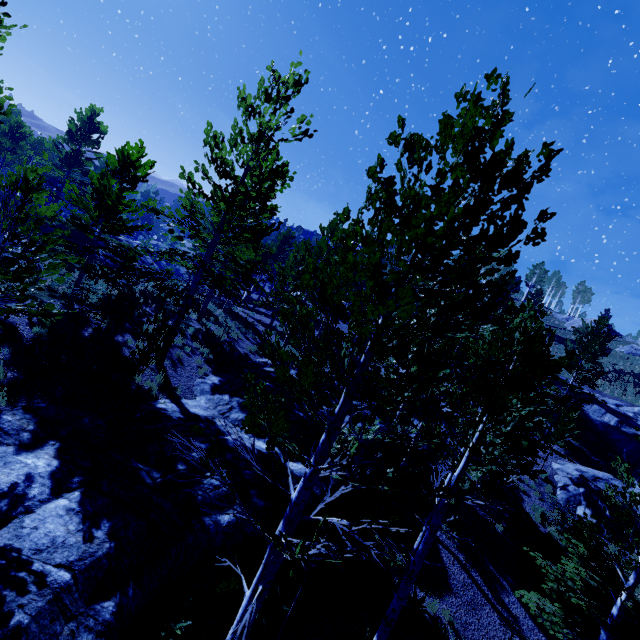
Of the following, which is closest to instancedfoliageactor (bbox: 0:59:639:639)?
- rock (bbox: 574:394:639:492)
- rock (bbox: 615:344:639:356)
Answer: rock (bbox: 574:394:639:492)

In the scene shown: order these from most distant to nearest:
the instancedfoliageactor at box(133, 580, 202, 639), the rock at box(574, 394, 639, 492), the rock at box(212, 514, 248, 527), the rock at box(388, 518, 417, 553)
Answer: the rock at box(574, 394, 639, 492) → the rock at box(388, 518, 417, 553) → the rock at box(212, 514, 248, 527) → the instancedfoliageactor at box(133, 580, 202, 639)

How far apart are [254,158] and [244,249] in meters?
3.5 m

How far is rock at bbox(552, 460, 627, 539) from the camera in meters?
17.3

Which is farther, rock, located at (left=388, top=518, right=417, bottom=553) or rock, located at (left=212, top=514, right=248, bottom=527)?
rock, located at (left=388, top=518, right=417, bottom=553)

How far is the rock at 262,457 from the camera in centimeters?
915cm

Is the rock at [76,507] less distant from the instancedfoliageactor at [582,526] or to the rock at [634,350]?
the instancedfoliageactor at [582,526]

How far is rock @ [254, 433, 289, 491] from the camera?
9.15m
